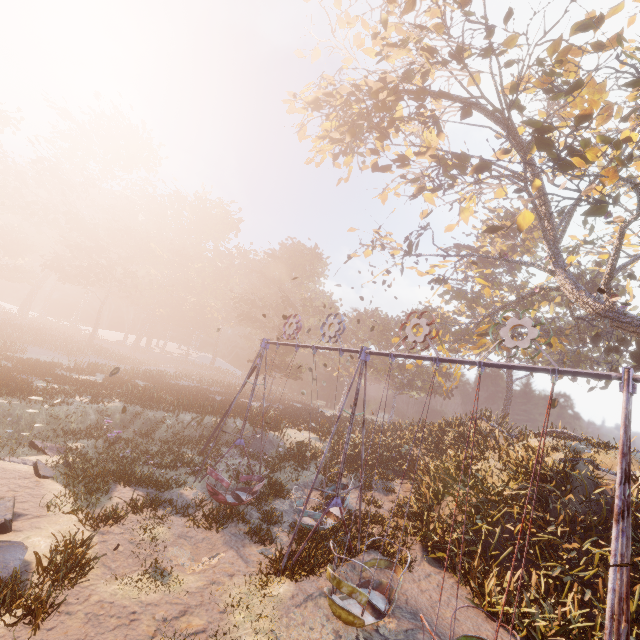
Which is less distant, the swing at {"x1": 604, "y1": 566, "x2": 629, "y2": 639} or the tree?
the swing at {"x1": 604, "y1": 566, "x2": 629, "y2": 639}

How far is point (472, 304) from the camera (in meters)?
39.41

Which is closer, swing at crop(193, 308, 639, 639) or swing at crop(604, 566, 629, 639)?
swing at crop(604, 566, 629, 639)

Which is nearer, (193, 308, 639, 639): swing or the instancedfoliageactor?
(193, 308, 639, 639): swing

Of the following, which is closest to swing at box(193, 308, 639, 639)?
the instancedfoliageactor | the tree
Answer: the tree

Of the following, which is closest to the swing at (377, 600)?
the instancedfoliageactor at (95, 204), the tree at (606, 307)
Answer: the tree at (606, 307)

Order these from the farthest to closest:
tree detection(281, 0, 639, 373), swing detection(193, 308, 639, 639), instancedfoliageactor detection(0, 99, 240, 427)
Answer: instancedfoliageactor detection(0, 99, 240, 427), tree detection(281, 0, 639, 373), swing detection(193, 308, 639, 639)

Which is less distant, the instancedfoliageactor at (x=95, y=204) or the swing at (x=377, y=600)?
the swing at (x=377, y=600)
